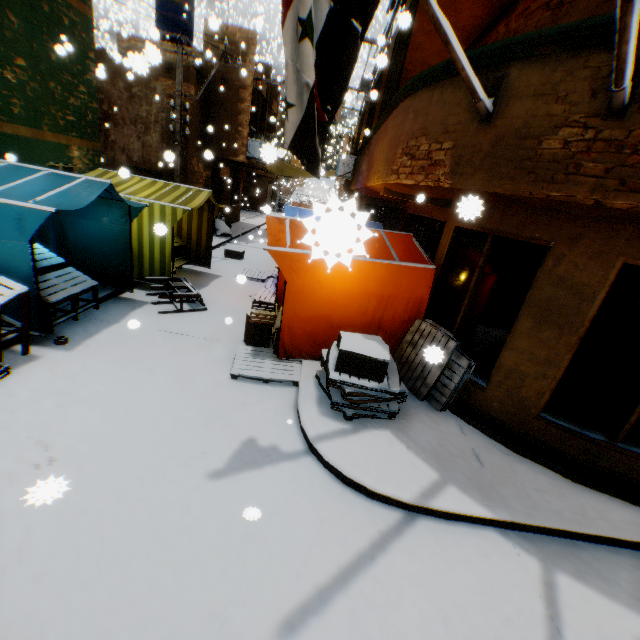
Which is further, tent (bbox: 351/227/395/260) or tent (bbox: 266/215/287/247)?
tent (bbox: 266/215/287/247)

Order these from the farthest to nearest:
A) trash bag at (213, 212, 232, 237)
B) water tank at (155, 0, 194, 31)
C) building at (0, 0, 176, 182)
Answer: trash bag at (213, 212, 232, 237) < water tank at (155, 0, 194, 31) < building at (0, 0, 176, 182)

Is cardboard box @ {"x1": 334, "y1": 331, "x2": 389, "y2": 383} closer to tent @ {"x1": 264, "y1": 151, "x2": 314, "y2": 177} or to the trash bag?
tent @ {"x1": 264, "y1": 151, "x2": 314, "y2": 177}

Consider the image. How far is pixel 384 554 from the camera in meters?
3.2

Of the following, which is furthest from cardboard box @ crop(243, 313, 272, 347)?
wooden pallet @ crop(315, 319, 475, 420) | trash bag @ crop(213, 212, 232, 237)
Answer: trash bag @ crop(213, 212, 232, 237)

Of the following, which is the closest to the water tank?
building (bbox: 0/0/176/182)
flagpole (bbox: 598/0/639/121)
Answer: building (bbox: 0/0/176/182)

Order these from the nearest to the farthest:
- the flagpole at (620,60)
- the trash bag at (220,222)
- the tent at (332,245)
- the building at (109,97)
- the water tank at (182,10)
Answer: the tent at (332,245) → the flagpole at (620,60) → the building at (109,97) → the water tank at (182,10) → the trash bag at (220,222)

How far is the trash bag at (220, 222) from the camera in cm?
1623
